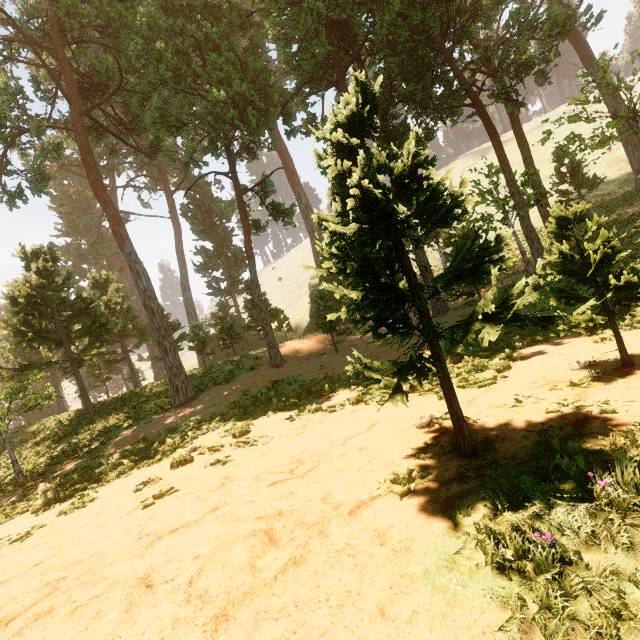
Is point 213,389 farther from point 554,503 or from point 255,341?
point 255,341
